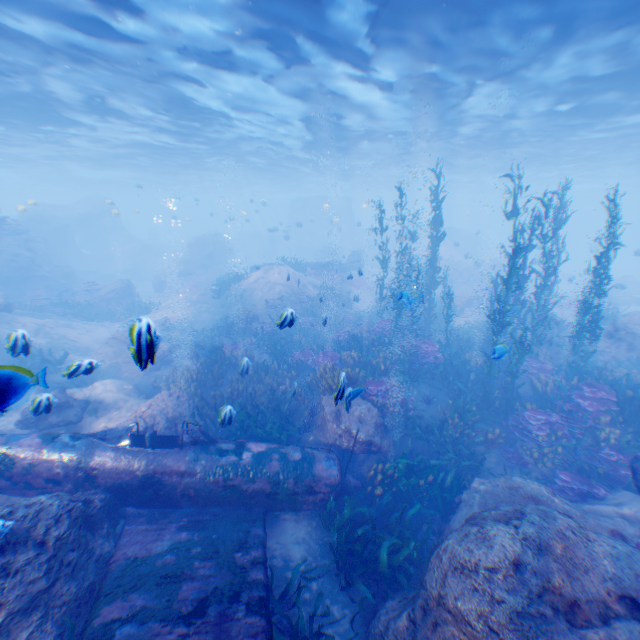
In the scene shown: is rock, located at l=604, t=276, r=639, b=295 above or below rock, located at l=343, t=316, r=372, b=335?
below

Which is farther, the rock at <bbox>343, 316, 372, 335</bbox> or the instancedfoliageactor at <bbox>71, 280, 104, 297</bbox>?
the instancedfoliageactor at <bbox>71, 280, 104, 297</bbox>

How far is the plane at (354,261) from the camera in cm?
2797

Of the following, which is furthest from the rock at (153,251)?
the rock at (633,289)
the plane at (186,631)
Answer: the rock at (633,289)

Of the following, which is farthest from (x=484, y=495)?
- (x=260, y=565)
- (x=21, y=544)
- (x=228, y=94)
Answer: (x=228, y=94)

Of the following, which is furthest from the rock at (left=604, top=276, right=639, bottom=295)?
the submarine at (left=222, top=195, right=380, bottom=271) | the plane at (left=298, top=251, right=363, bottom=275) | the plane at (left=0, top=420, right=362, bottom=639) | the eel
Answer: the plane at (left=0, top=420, right=362, bottom=639)

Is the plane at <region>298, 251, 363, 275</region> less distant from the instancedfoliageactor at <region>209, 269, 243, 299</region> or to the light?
the instancedfoliageactor at <region>209, 269, 243, 299</region>

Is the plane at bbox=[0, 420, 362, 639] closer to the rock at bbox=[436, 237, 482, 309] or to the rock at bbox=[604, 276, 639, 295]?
the rock at bbox=[436, 237, 482, 309]
